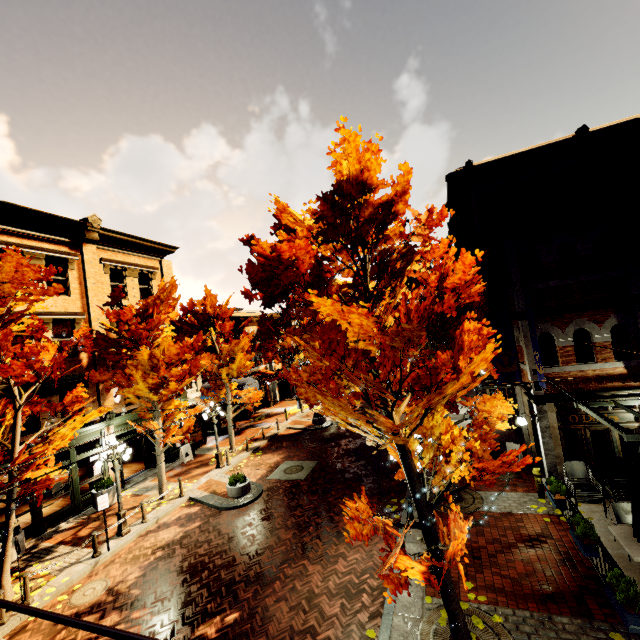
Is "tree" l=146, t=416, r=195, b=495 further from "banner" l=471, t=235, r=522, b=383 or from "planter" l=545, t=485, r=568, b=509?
"planter" l=545, t=485, r=568, b=509

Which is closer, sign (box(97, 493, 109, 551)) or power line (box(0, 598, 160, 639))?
power line (box(0, 598, 160, 639))

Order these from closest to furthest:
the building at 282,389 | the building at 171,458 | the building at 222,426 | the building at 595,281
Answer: the building at 595,281 → the building at 171,458 → the building at 222,426 → the building at 282,389

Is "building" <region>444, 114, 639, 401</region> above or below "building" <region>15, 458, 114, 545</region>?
above

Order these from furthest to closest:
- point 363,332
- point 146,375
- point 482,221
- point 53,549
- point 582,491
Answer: point 482,221, point 146,375, point 53,549, point 582,491, point 363,332

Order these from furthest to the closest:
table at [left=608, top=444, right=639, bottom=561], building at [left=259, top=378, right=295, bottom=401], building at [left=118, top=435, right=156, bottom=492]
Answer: building at [left=259, top=378, right=295, bottom=401] → building at [left=118, top=435, right=156, bottom=492] → table at [left=608, top=444, right=639, bottom=561]

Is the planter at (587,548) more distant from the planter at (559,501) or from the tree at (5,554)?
the tree at (5,554)

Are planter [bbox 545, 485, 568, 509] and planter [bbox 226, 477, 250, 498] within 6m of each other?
no
